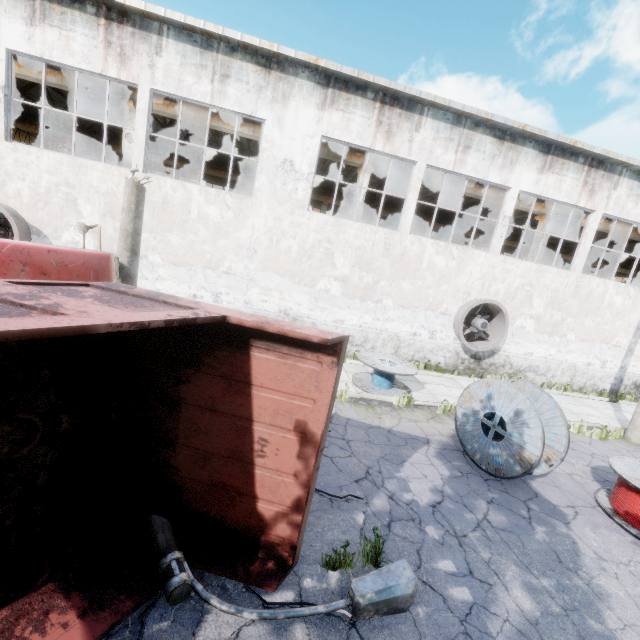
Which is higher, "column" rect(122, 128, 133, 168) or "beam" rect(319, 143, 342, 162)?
"beam" rect(319, 143, 342, 162)

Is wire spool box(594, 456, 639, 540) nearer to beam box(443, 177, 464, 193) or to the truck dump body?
the truck dump body

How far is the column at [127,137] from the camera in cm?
1302

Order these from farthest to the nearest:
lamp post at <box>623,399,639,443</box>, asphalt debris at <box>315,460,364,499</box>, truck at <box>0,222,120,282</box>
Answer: lamp post at <box>623,399,639,443</box> < asphalt debris at <box>315,460,364,499</box> < truck at <box>0,222,120,282</box>

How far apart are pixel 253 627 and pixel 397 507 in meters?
3.0 m

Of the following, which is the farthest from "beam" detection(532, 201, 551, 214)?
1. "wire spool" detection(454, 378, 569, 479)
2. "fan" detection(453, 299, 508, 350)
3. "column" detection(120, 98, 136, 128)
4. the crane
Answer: "wire spool" detection(454, 378, 569, 479)

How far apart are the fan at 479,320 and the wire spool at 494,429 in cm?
533

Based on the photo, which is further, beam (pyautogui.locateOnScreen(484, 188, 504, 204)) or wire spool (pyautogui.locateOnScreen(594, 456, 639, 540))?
beam (pyautogui.locateOnScreen(484, 188, 504, 204))
